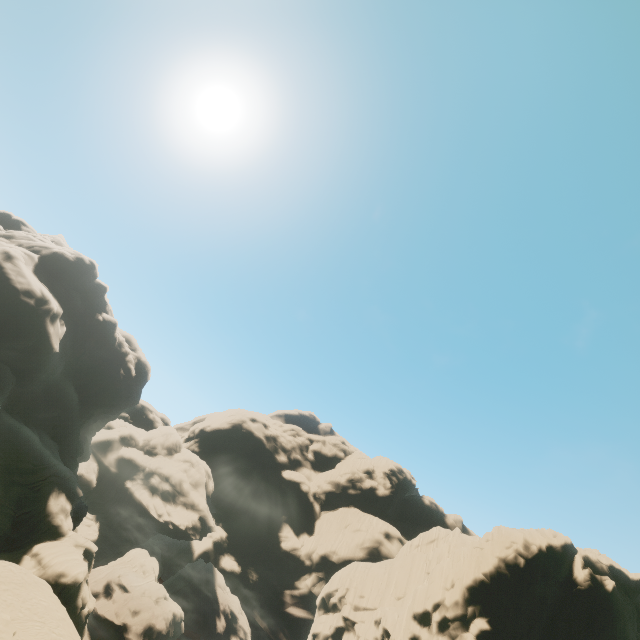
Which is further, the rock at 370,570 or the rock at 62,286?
the rock at 370,570

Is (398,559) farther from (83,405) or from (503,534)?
(83,405)

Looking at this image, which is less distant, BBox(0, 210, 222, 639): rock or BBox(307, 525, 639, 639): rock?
BBox(0, 210, 222, 639): rock
